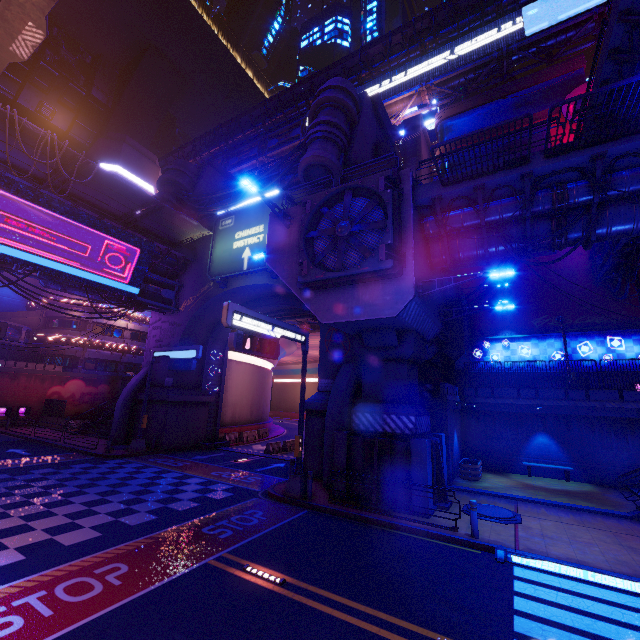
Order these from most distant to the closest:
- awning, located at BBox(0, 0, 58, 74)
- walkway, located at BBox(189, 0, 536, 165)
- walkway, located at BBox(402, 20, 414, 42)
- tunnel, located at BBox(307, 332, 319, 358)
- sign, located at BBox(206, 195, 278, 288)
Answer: tunnel, located at BBox(307, 332, 319, 358) < walkway, located at BBox(402, 20, 414, 42) < walkway, located at BBox(189, 0, 536, 165) < sign, located at BBox(206, 195, 278, 288) < awning, located at BBox(0, 0, 58, 74)

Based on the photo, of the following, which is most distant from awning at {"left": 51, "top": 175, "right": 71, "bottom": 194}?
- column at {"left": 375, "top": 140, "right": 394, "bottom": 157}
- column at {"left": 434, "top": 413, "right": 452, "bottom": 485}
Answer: column at {"left": 434, "top": 413, "right": 452, "bottom": 485}

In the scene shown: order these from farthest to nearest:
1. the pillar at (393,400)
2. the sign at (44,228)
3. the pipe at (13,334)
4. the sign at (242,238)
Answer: the pipe at (13,334) < the sign at (242,238) < the sign at (44,228) < the pillar at (393,400)

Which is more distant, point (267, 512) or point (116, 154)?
point (116, 154)

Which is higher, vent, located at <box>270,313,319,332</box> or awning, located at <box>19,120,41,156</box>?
awning, located at <box>19,120,41,156</box>

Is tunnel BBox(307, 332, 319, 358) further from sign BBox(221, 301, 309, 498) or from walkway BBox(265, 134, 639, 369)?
sign BBox(221, 301, 309, 498)

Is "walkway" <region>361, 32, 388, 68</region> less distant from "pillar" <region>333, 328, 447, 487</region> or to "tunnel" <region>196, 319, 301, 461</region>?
"pillar" <region>333, 328, 447, 487</region>

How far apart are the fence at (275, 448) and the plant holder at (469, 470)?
13.36m
